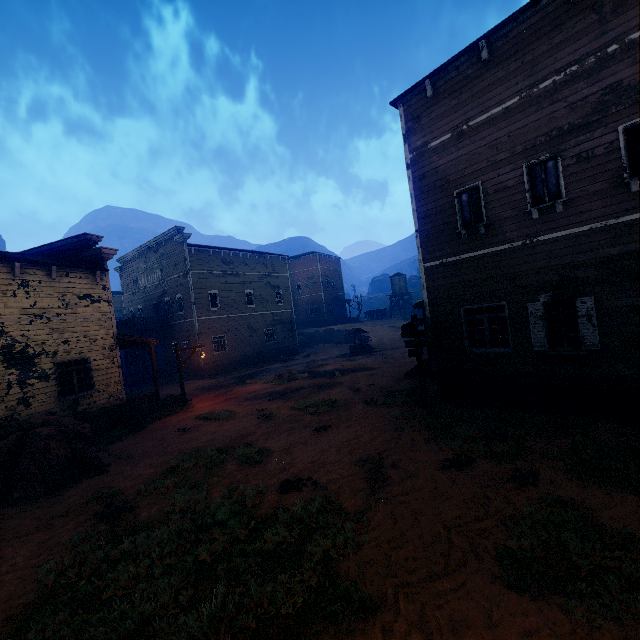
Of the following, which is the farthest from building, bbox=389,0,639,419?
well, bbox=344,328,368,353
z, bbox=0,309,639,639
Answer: well, bbox=344,328,368,353

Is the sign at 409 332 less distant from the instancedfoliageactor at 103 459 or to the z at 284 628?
the z at 284 628

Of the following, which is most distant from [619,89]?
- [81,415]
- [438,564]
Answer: [81,415]

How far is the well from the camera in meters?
28.8 m

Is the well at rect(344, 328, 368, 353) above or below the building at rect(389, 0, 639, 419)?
below

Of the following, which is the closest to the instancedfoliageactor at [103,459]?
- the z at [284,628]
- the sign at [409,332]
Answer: the z at [284,628]

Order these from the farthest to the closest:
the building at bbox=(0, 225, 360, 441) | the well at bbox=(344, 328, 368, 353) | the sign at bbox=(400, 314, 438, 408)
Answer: the well at bbox=(344, 328, 368, 353) → the building at bbox=(0, 225, 360, 441) → the sign at bbox=(400, 314, 438, 408)

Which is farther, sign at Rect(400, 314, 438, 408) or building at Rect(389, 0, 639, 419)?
sign at Rect(400, 314, 438, 408)
